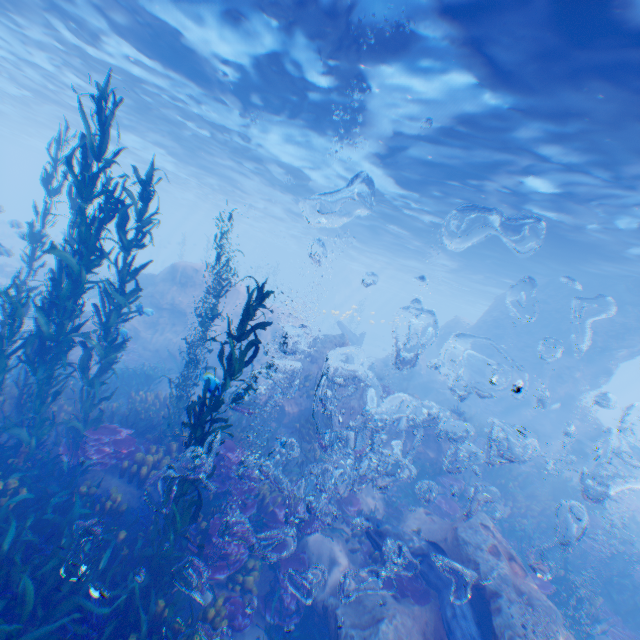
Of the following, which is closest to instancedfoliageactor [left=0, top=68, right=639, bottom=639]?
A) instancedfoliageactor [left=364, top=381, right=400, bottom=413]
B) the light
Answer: instancedfoliageactor [left=364, top=381, right=400, bottom=413]

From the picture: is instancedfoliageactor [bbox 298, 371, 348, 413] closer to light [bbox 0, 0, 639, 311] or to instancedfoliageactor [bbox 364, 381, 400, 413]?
instancedfoliageactor [bbox 364, 381, 400, 413]

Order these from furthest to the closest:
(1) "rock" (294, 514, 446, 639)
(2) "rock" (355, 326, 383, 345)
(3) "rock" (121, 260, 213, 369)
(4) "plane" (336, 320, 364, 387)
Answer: (2) "rock" (355, 326, 383, 345), (4) "plane" (336, 320, 364, 387), (3) "rock" (121, 260, 213, 369), (1) "rock" (294, 514, 446, 639)

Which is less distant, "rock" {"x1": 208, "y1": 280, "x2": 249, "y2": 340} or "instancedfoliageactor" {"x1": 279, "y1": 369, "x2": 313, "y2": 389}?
"instancedfoliageactor" {"x1": 279, "y1": 369, "x2": 313, "y2": 389}

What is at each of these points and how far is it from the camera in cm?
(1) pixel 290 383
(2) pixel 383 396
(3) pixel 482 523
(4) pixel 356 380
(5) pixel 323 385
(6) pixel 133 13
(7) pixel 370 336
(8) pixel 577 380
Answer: (1) instancedfoliageactor, 1297
(2) instancedfoliageactor, 1355
(3) rock, 817
(4) plane, 2417
(5) instancedfoliageactor, 1318
(6) light, 1022
(7) rock, 5919
(8) rock, 2175

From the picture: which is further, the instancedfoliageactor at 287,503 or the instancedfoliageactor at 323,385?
the instancedfoliageactor at 323,385

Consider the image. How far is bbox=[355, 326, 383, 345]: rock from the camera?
58.8m

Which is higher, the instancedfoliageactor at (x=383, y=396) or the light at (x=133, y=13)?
the light at (x=133, y=13)
